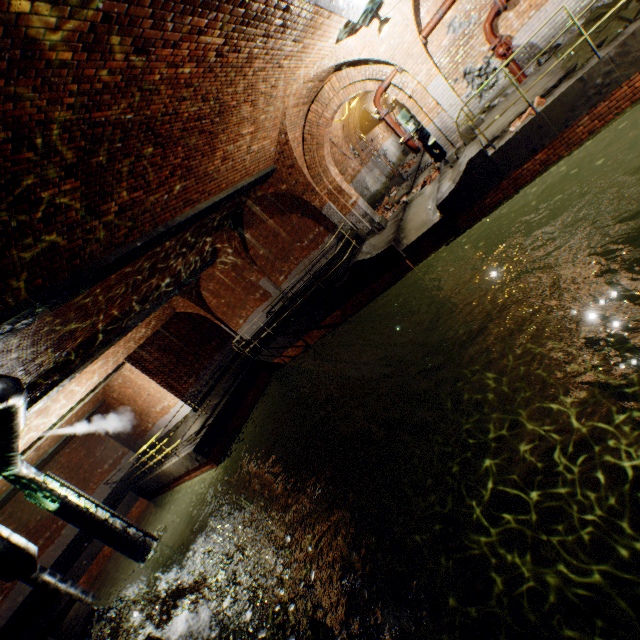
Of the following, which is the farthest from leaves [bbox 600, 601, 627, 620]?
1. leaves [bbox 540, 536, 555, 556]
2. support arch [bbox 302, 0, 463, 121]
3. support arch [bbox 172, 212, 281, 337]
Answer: support arch [bbox 172, 212, 281, 337]

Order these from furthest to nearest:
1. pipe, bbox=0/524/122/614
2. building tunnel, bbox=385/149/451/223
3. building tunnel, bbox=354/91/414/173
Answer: building tunnel, bbox=354/91/414/173, building tunnel, bbox=385/149/451/223, pipe, bbox=0/524/122/614

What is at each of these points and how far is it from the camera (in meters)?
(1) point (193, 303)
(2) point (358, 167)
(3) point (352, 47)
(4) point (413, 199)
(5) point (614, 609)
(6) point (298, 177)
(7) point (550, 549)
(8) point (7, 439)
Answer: (1) support arch, 16.89
(2) building tunnel, 16.12
(3) support arch, 8.43
(4) building tunnel, 12.97
(5) leaves, 2.26
(6) support arch, 11.59
(7) leaves, 2.76
(8) pipe, 7.37

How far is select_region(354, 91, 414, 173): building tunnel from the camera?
17.8 meters

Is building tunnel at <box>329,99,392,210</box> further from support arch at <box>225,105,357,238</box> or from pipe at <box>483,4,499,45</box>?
pipe at <box>483,4,499,45</box>

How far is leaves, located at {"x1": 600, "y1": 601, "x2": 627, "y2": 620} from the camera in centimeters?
221cm

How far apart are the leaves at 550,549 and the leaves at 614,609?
0.5m

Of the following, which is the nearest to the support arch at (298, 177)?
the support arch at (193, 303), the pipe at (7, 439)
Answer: the pipe at (7, 439)
